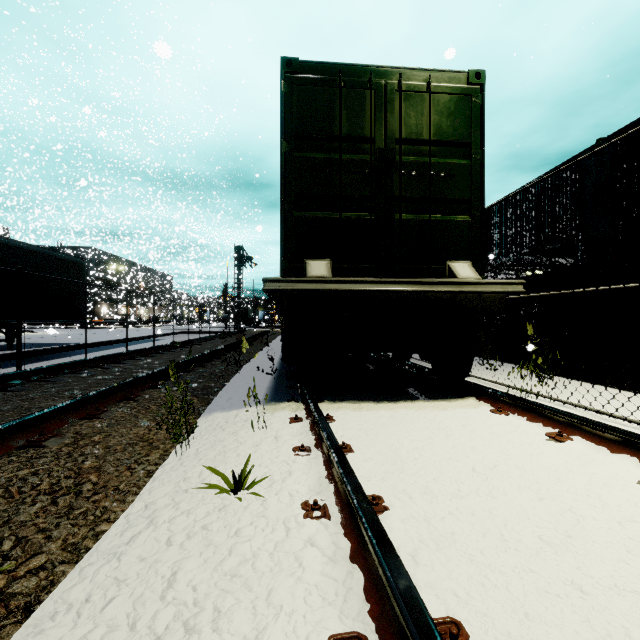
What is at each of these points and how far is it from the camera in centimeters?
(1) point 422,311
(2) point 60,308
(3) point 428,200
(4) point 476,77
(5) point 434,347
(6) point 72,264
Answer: (1) flatcar, 361cm
(2) semi trailer, 1283cm
(3) cargo container door, 399cm
(4) cargo container, 405cm
(5) bogie, 426cm
(6) semi trailer, 1348cm

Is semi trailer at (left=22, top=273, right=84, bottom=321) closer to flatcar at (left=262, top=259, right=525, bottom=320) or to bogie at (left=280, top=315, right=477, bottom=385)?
flatcar at (left=262, top=259, right=525, bottom=320)

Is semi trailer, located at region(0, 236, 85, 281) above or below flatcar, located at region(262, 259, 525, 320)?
above

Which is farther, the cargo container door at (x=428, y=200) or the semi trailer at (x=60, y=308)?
the semi trailer at (x=60, y=308)

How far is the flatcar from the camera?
3.39m

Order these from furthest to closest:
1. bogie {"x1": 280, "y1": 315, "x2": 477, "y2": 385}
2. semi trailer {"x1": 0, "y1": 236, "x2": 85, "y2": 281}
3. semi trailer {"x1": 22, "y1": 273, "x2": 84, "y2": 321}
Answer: semi trailer {"x1": 22, "y1": 273, "x2": 84, "y2": 321}, semi trailer {"x1": 0, "y1": 236, "x2": 85, "y2": 281}, bogie {"x1": 280, "y1": 315, "x2": 477, "y2": 385}

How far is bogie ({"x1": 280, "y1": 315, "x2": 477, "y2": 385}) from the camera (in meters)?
3.90

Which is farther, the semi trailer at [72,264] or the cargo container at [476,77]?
the semi trailer at [72,264]
